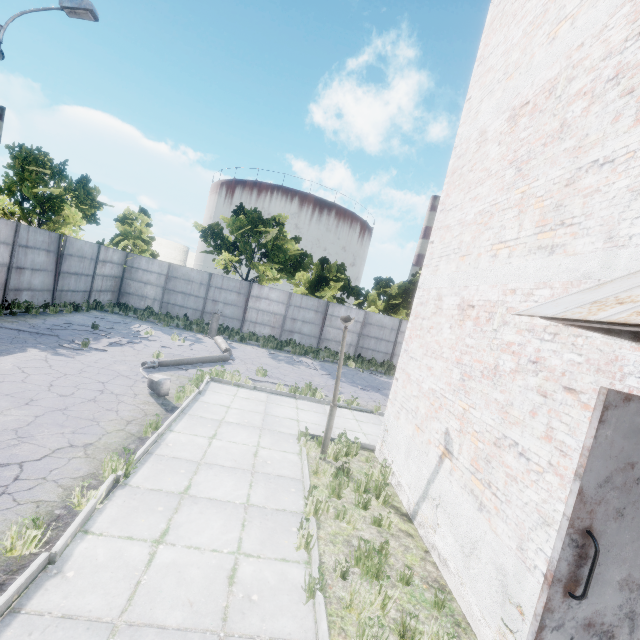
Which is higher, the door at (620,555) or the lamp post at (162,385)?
the door at (620,555)

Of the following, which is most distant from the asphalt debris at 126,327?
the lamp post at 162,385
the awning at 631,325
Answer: the awning at 631,325

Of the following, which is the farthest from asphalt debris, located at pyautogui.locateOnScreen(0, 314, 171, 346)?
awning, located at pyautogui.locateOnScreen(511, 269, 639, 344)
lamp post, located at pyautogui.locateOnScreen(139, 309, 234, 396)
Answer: awning, located at pyautogui.locateOnScreen(511, 269, 639, 344)

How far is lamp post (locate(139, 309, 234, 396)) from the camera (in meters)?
8.32

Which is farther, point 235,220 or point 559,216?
point 235,220

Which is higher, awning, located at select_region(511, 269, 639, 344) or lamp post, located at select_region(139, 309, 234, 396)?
awning, located at select_region(511, 269, 639, 344)

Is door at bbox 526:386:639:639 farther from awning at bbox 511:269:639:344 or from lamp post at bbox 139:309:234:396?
lamp post at bbox 139:309:234:396

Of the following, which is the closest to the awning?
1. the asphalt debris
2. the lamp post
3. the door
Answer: the door
